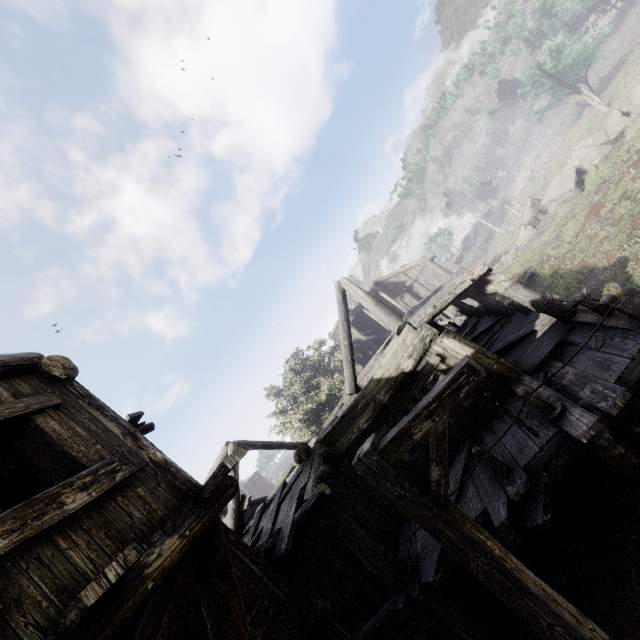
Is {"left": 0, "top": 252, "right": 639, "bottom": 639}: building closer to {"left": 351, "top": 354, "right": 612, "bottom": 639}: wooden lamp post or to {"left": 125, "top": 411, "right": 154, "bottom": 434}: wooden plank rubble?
{"left": 125, "top": 411, "right": 154, "bottom": 434}: wooden plank rubble

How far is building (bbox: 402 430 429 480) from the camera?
8.8m

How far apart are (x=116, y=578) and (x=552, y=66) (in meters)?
59.90

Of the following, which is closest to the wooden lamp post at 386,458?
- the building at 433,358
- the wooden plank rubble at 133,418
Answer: the building at 433,358

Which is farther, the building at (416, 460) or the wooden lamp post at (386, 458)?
the building at (416, 460)

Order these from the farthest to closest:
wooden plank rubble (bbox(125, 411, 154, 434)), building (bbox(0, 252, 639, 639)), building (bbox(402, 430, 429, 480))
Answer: building (bbox(402, 430, 429, 480)), wooden plank rubble (bbox(125, 411, 154, 434)), building (bbox(0, 252, 639, 639))
